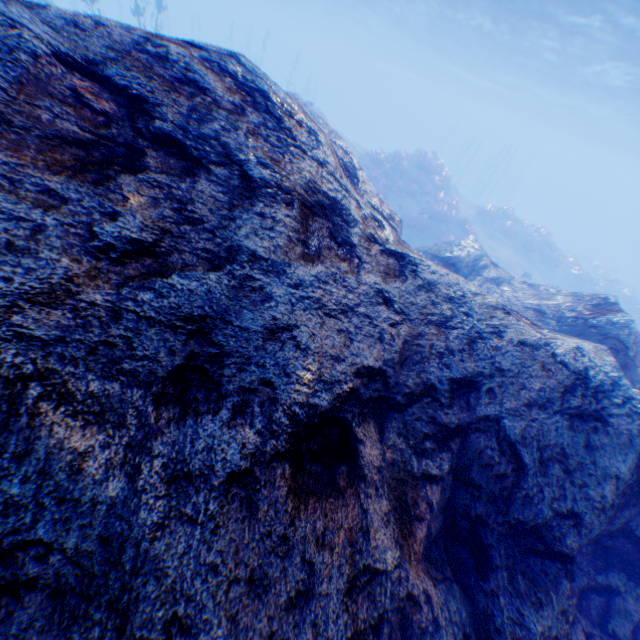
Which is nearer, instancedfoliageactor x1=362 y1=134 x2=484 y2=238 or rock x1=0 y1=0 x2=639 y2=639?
rock x1=0 y1=0 x2=639 y2=639

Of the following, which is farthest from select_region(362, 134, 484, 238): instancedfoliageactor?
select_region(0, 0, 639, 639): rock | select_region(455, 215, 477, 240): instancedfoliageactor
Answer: select_region(0, 0, 639, 639): rock

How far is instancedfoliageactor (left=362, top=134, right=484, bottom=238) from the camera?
20.9 meters

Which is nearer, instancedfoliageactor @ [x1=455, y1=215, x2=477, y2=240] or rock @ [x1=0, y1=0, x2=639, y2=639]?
rock @ [x1=0, y1=0, x2=639, y2=639]

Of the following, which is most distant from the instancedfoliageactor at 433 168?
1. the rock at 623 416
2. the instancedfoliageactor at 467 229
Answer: the rock at 623 416

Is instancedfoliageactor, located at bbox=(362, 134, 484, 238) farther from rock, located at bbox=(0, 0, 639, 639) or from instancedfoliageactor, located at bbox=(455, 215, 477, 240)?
rock, located at bbox=(0, 0, 639, 639)

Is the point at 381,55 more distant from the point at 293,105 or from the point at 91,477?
the point at 91,477
